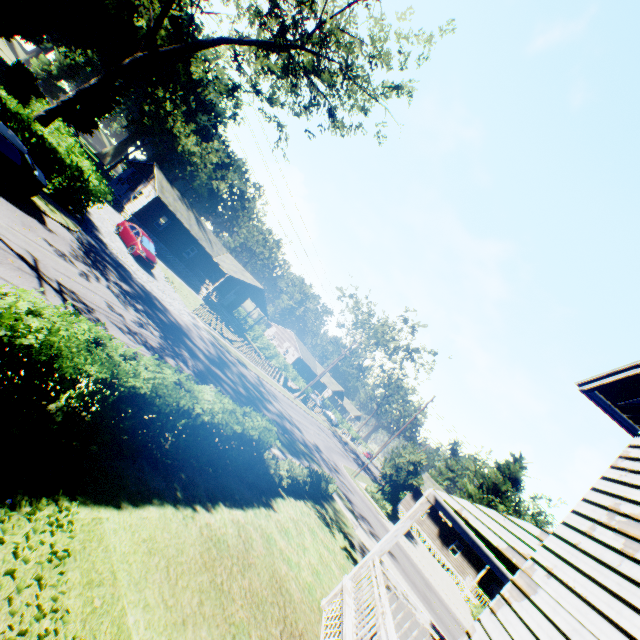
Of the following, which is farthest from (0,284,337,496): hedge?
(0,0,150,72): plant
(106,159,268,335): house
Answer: (106,159,268,335): house

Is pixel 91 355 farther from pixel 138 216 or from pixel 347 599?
pixel 138 216

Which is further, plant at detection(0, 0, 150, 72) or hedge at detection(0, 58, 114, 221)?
plant at detection(0, 0, 150, 72)

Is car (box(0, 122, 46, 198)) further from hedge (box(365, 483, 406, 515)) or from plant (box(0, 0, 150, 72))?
hedge (box(365, 483, 406, 515))

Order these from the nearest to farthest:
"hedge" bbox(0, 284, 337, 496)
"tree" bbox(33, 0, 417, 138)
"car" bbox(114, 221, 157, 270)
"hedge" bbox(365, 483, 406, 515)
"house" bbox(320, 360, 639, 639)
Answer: "house" bbox(320, 360, 639, 639)
"hedge" bbox(0, 284, 337, 496)
"tree" bbox(33, 0, 417, 138)
"car" bbox(114, 221, 157, 270)
"hedge" bbox(365, 483, 406, 515)

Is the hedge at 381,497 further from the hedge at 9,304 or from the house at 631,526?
the hedge at 9,304

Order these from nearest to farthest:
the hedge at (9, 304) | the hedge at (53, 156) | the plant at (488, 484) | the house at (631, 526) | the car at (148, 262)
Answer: the house at (631, 526), the hedge at (9, 304), the hedge at (53, 156), the car at (148, 262), the plant at (488, 484)

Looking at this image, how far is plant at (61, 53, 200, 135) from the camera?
43.2 meters
